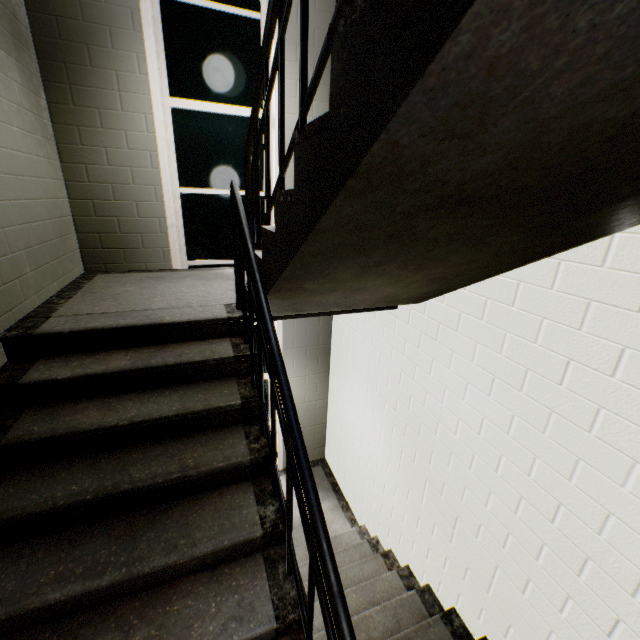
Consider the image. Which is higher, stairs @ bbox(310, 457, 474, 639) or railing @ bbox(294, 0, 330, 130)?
railing @ bbox(294, 0, 330, 130)

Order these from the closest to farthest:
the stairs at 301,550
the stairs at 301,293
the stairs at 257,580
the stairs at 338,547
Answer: the stairs at 301,293, the stairs at 257,580, the stairs at 338,547, the stairs at 301,550

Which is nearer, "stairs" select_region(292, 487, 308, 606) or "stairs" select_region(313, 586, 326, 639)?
"stairs" select_region(313, 586, 326, 639)

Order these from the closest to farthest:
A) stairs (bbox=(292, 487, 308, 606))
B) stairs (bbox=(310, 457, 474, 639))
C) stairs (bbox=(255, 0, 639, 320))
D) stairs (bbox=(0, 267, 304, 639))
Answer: stairs (bbox=(255, 0, 639, 320)) → stairs (bbox=(0, 267, 304, 639)) → stairs (bbox=(310, 457, 474, 639)) → stairs (bbox=(292, 487, 308, 606))

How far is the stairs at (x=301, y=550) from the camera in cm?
340

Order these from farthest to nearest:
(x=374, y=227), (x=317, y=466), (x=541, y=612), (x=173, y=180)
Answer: (x=317, y=466), (x=173, y=180), (x=541, y=612), (x=374, y=227)
